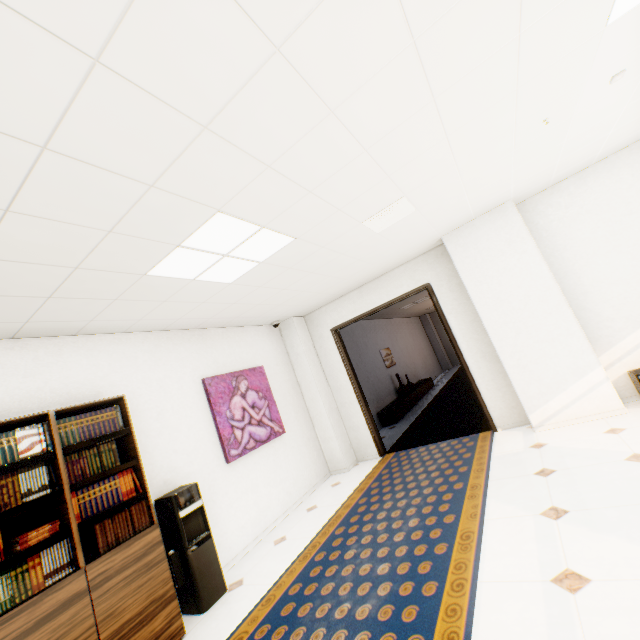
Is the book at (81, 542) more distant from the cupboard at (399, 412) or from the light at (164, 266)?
the cupboard at (399, 412)

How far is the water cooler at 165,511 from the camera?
3.1m

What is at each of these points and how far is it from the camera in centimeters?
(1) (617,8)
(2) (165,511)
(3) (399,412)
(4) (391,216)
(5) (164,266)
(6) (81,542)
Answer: (1) light, 186cm
(2) water cooler, 327cm
(3) cupboard, 848cm
(4) ceiling vent, 346cm
(5) light, 275cm
(6) book, 250cm

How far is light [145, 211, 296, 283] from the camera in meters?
2.5 m

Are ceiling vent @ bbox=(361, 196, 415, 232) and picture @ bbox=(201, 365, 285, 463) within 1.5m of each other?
no

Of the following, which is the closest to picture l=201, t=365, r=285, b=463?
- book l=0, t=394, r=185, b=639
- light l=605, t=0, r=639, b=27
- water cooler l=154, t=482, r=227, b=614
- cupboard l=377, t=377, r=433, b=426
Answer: water cooler l=154, t=482, r=227, b=614

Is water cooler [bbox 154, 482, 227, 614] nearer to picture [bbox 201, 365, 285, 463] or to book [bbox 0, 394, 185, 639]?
book [bbox 0, 394, 185, 639]

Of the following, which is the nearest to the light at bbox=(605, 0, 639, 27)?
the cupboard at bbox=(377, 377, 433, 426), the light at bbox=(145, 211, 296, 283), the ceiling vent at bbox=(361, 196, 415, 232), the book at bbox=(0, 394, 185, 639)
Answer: the ceiling vent at bbox=(361, 196, 415, 232)
